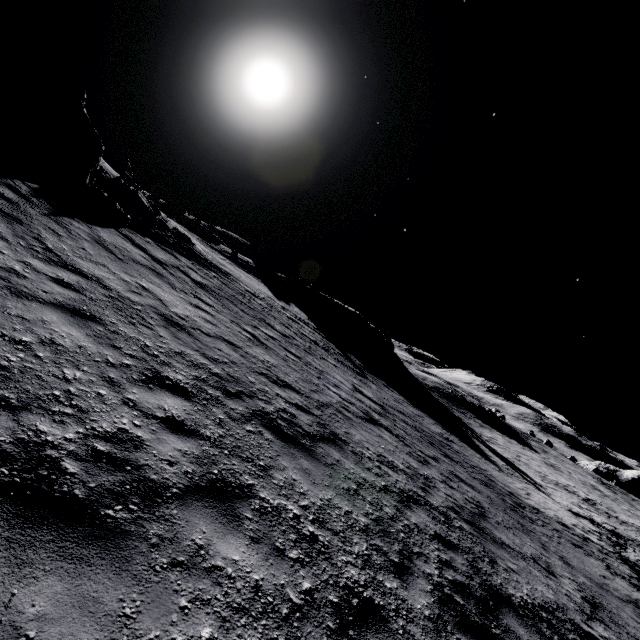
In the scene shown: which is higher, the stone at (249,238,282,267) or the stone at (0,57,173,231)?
the stone at (249,238,282,267)

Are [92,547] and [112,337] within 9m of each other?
yes

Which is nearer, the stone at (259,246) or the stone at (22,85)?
the stone at (22,85)

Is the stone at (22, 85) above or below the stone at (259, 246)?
below

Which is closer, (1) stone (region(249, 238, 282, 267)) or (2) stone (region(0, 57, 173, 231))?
(2) stone (region(0, 57, 173, 231))

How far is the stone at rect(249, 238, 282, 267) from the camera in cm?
5728
